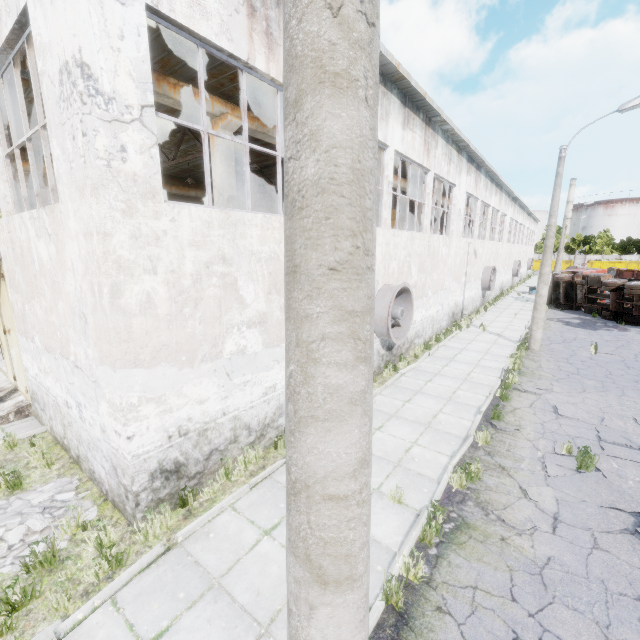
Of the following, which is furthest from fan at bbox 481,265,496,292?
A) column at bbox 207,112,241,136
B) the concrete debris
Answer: the concrete debris

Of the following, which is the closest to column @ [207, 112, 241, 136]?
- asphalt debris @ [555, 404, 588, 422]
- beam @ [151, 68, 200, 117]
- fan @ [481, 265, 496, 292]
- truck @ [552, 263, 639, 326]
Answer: beam @ [151, 68, 200, 117]

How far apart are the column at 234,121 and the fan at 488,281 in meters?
21.2 m

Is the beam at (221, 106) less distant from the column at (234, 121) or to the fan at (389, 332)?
the column at (234, 121)

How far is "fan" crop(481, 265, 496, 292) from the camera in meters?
24.8

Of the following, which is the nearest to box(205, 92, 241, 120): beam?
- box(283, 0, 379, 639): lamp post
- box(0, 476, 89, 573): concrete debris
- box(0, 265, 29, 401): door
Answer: box(0, 265, 29, 401): door

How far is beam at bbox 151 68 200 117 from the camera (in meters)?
7.38

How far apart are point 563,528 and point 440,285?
12.80m
